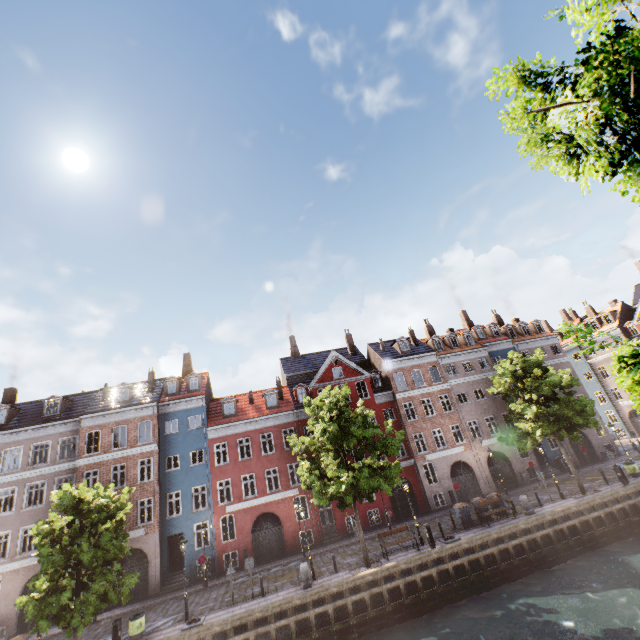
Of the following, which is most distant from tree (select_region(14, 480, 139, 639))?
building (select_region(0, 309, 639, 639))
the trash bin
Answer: building (select_region(0, 309, 639, 639))

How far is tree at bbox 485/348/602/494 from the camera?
22.5m

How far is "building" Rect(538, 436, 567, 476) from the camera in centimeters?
3105cm

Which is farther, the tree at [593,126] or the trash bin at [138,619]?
the trash bin at [138,619]

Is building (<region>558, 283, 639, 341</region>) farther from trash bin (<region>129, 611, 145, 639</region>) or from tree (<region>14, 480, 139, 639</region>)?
trash bin (<region>129, 611, 145, 639</region>)

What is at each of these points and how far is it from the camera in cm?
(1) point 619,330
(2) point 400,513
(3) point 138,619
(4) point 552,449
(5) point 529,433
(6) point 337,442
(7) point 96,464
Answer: (1) building, 4153
(2) building, 2814
(3) trash bin, 1645
(4) building, 3219
(5) tree, 2458
(6) tree, 1942
(7) building, 2600

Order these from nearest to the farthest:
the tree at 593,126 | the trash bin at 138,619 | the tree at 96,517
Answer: the tree at 593,126 → the tree at 96,517 → the trash bin at 138,619

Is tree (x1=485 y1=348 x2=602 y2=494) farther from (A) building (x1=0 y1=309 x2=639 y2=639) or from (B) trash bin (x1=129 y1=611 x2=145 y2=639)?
(A) building (x1=0 y1=309 x2=639 y2=639)
